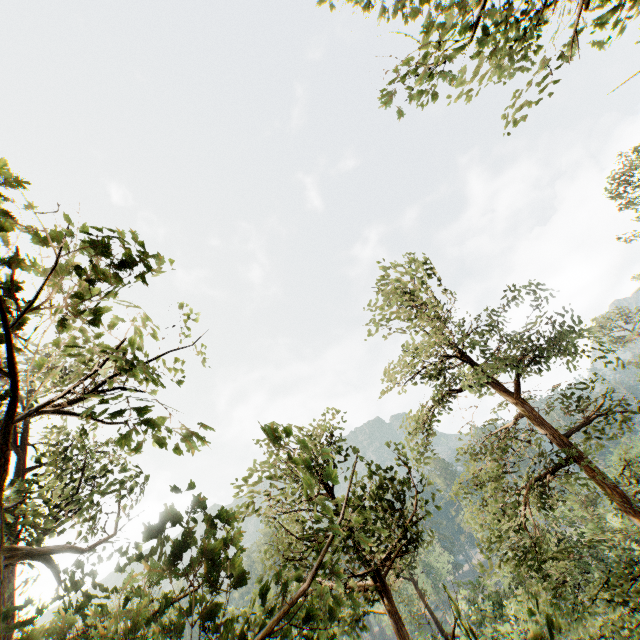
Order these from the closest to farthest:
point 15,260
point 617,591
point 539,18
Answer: point 15,260 < point 539,18 < point 617,591

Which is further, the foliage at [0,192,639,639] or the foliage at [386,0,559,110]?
the foliage at [386,0,559,110]

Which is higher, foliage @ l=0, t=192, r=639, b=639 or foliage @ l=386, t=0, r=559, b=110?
foliage @ l=386, t=0, r=559, b=110

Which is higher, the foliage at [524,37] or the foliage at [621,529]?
the foliage at [524,37]

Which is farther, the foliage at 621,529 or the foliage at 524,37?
the foliage at 524,37
